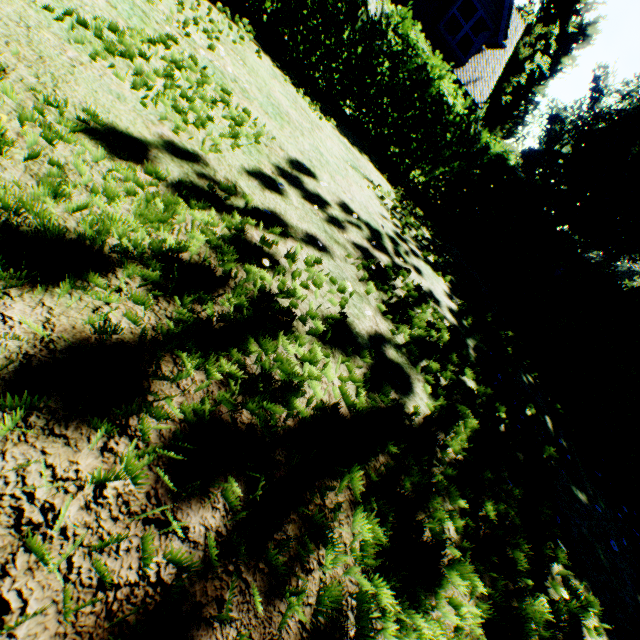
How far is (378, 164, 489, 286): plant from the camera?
6.0 meters

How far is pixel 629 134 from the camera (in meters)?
43.00

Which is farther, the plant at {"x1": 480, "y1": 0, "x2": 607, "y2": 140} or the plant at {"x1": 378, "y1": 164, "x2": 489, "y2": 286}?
the plant at {"x1": 480, "y1": 0, "x2": 607, "y2": 140}

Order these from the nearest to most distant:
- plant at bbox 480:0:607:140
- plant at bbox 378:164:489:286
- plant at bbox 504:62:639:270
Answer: plant at bbox 378:164:489:286
plant at bbox 480:0:607:140
plant at bbox 504:62:639:270

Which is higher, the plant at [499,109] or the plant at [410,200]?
the plant at [499,109]
